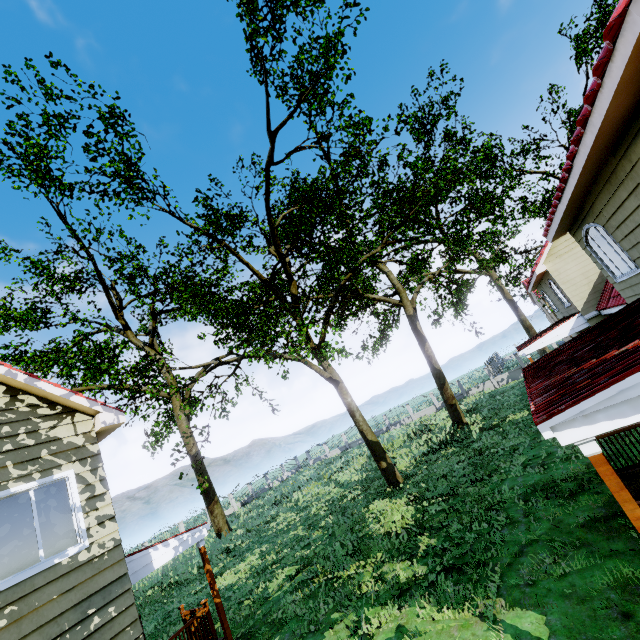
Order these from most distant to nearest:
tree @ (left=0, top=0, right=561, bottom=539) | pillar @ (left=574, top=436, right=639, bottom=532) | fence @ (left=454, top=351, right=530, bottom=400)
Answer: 1. fence @ (left=454, top=351, right=530, bottom=400)
2. tree @ (left=0, top=0, right=561, bottom=539)
3. pillar @ (left=574, top=436, right=639, bottom=532)

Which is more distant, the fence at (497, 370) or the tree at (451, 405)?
the fence at (497, 370)

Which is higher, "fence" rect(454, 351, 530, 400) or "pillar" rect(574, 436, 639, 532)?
"pillar" rect(574, 436, 639, 532)

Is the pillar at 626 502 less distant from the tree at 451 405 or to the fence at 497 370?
the tree at 451 405

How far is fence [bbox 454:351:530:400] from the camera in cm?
3231

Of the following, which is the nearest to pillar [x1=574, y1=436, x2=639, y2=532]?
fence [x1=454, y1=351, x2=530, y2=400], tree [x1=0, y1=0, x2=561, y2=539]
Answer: tree [x1=0, y1=0, x2=561, y2=539]

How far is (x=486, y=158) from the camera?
24.83m
